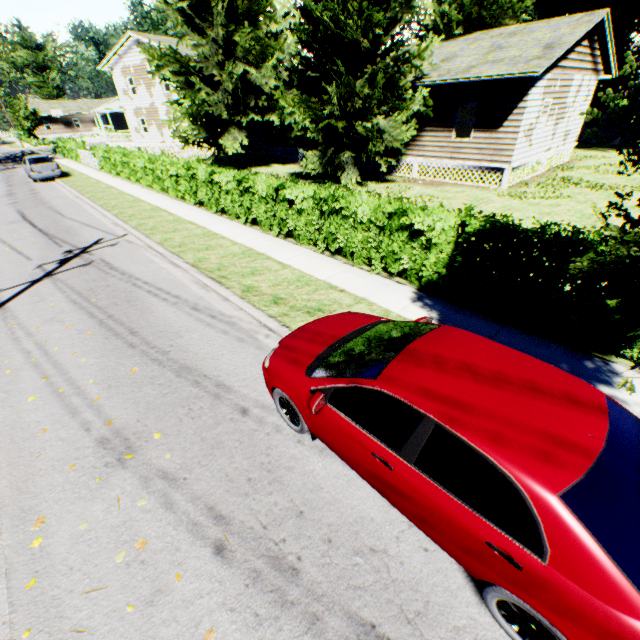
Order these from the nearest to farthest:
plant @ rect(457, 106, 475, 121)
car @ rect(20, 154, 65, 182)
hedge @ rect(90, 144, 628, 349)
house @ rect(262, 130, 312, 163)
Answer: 1. hedge @ rect(90, 144, 628, 349)
2. plant @ rect(457, 106, 475, 121)
3. car @ rect(20, 154, 65, 182)
4. house @ rect(262, 130, 312, 163)

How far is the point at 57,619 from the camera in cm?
291

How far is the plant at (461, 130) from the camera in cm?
1984

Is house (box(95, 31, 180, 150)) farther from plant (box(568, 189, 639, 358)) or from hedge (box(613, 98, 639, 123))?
hedge (box(613, 98, 639, 123))

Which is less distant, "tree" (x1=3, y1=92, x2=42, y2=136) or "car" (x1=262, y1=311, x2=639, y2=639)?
"car" (x1=262, y1=311, x2=639, y2=639)

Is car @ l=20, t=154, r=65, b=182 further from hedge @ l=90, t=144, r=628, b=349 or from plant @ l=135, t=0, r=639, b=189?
hedge @ l=90, t=144, r=628, b=349

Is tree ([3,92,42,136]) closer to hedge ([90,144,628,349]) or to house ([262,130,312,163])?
house ([262,130,312,163])

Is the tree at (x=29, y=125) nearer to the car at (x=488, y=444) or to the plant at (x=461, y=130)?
the plant at (x=461, y=130)
